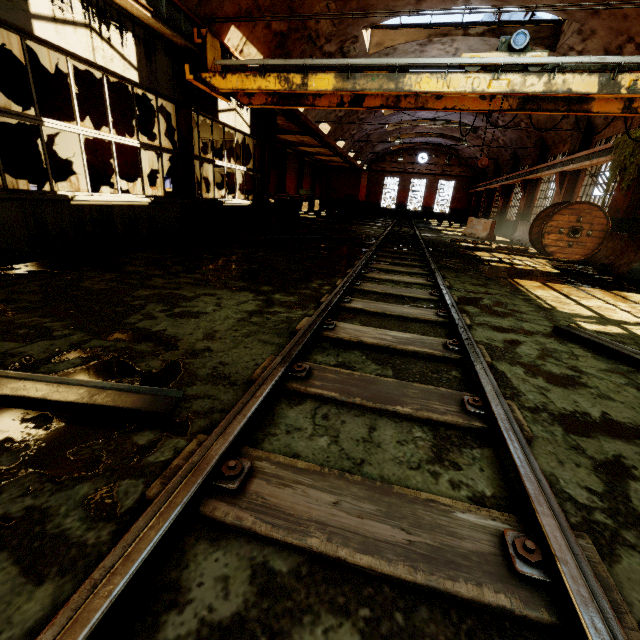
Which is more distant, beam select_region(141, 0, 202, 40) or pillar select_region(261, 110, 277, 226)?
pillar select_region(261, 110, 277, 226)

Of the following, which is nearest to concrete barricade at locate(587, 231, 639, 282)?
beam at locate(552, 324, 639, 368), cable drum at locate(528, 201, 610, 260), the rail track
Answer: cable drum at locate(528, 201, 610, 260)

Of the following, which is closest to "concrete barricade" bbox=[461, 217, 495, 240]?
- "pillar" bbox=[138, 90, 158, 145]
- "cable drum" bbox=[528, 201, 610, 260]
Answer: "cable drum" bbox=[528, 201, 610, 260]

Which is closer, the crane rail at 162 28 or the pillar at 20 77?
the crane rail at 162 28

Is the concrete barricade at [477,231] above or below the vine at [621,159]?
below

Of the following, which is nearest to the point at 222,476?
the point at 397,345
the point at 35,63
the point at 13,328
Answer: the point at 397,345

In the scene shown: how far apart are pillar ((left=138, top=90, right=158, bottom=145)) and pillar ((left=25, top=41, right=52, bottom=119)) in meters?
3.8

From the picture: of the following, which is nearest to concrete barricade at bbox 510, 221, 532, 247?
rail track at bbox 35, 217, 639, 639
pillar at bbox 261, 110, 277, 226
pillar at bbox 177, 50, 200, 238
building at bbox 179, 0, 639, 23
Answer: building at bbox 179, 0, 639, 23
